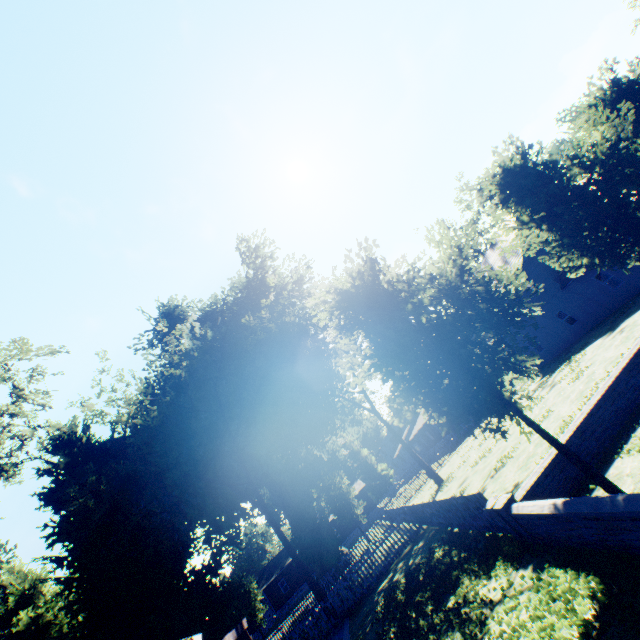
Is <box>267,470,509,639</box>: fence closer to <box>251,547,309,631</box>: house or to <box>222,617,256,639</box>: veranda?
<box>251,547,309,631</box>: house

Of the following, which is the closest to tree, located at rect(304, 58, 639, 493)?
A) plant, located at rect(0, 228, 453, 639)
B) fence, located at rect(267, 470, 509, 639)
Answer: fence, located at rect(267, 470, 509, 639)

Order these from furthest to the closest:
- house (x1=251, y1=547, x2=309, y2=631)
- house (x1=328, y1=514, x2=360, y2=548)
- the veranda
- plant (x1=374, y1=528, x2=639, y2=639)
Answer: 1. house (x1=328, y1=514, x2=360, y2=548)
2. house (x1=251, y1=547, x2=309, y2=631)
3. the veranda
4. plant (x1=374, y1=528, x2=639, y2=639)

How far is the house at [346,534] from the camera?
49.0 meters

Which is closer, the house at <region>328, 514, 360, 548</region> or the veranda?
the veranda

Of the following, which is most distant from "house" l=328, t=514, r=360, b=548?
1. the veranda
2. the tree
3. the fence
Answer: the veranda

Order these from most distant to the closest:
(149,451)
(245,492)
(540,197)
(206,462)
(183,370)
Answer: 1. (206,462)
2. (245,492)
3. (183,370)
4. (149,451)
5. (540,197)

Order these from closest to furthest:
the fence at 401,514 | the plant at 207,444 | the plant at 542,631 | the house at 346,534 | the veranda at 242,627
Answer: the plant at 542,631 < the veranda at 242,627 < the fence at 401,514 < the plant at 207,444 < the house at 346,534
